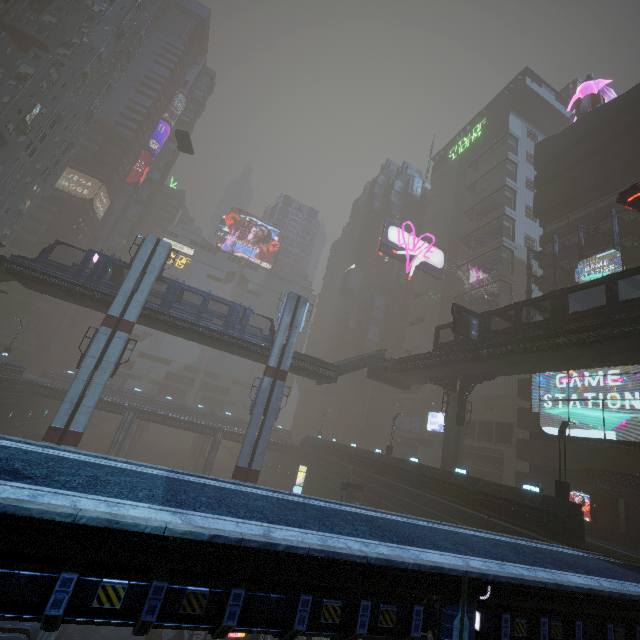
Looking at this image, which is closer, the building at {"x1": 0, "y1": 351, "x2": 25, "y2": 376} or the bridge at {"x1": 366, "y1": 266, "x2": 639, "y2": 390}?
the bridge at {"x1": 366, "y1": 266, "x2": 639, "y2": 390}

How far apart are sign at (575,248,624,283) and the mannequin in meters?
22.4

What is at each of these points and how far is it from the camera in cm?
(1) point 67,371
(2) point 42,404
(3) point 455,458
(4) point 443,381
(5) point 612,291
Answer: (1) building, 5900
(2) building, 4997
(3) sm, 2947
(4) building structure, 3347
(5) bridge, 1908

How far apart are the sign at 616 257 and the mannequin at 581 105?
22.4m

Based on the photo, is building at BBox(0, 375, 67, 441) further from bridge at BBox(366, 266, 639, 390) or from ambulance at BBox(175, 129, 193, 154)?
ambulance at BBox(175, 129, 193, 154)

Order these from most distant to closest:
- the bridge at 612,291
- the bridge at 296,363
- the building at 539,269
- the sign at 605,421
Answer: the building at 539,269, the bridge at 296,363, the sign at 605,421, the bridge at 612,291

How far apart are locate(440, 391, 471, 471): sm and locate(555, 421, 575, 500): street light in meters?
9.4

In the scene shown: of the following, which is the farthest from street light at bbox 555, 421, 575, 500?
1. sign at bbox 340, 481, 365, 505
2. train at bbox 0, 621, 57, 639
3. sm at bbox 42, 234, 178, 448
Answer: train at bbox 0, 621, 57, 639
